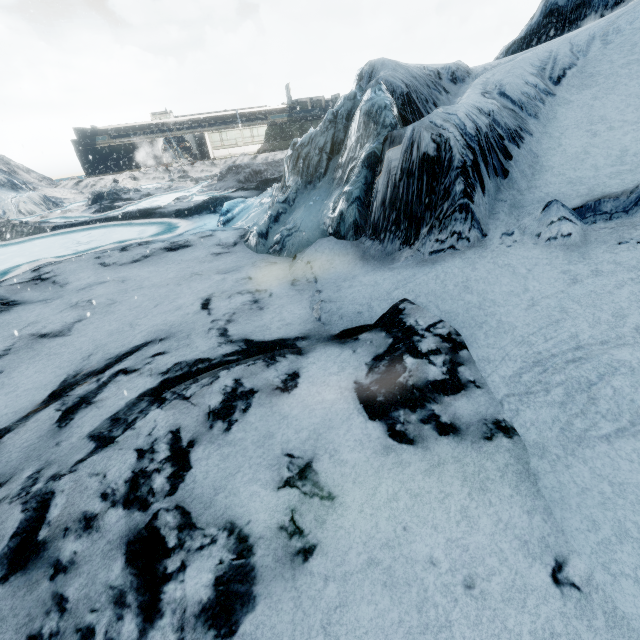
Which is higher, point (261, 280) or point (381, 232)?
point (381, 232)
